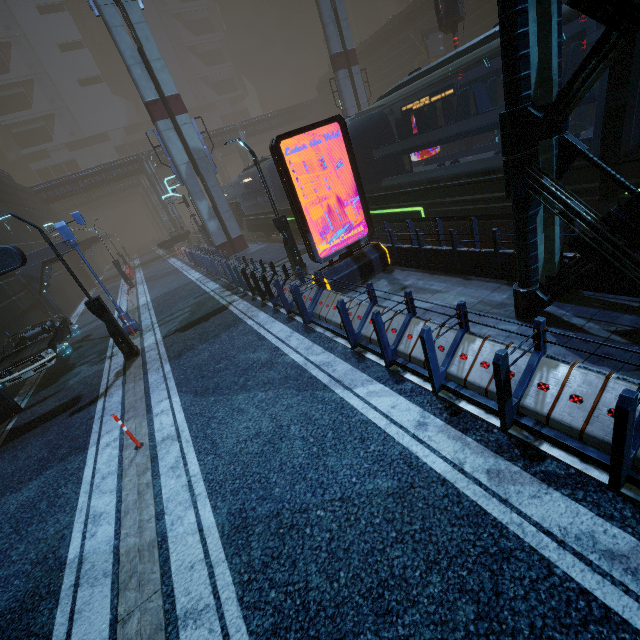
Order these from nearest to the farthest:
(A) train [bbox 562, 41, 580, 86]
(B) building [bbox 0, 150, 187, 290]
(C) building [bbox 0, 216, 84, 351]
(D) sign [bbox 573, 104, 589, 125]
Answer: (A) train [bbox 562, 41, 580, 86] < (C) building [bbox 0, 216, 84, 351] < (D) sign [bbox 573, 104, 589, 125] < (B) building [bbox 0, 150, 187, 290]

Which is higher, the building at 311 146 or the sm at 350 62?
the sm at 350 62

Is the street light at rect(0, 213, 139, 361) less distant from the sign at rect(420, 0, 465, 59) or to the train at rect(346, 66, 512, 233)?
the train at rect(346, 66, 512, 233)

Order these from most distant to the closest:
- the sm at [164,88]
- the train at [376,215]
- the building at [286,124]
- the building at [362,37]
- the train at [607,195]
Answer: the building at [286,124] < the building at [362,37] < the sm at [164,88] < the train at [376,215] < the train at [607,195]

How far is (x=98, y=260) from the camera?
56.0m

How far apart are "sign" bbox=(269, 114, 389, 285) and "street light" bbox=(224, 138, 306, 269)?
3.5m

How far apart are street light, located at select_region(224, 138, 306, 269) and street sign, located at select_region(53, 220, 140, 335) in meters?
7.0
